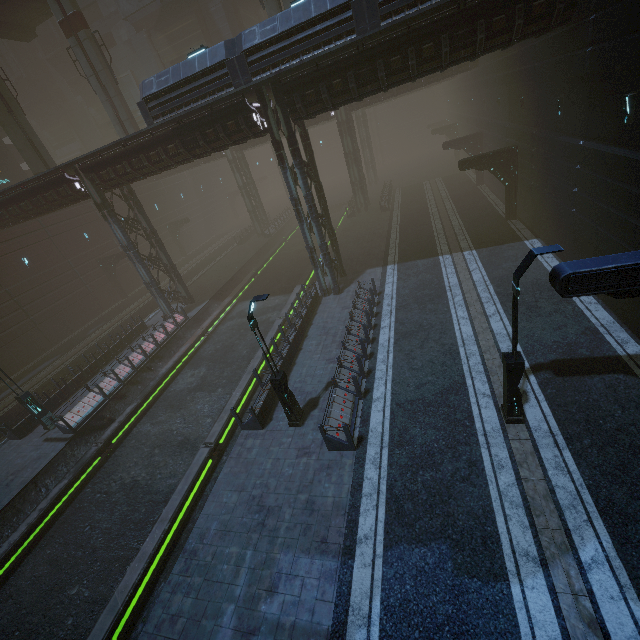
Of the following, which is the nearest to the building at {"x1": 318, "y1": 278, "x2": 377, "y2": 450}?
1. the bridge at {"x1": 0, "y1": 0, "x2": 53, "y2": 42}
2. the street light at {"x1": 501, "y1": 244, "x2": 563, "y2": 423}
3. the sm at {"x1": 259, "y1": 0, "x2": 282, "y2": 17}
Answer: the street light at {"x1": 501, "y1": 244, "x2": 563, "y2": 423}

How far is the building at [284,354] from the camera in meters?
15.7 m

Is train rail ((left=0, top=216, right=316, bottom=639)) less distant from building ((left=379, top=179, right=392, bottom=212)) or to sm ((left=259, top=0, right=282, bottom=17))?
building ((left=379, top=179, right=392, bottom=212))

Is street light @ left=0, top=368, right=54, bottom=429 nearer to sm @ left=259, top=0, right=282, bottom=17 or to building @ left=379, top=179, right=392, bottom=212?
building @ left=379, top=179, right=392, bottom=212

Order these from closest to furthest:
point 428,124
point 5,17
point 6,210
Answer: point 6,210 → point 5,17 → point 428,124

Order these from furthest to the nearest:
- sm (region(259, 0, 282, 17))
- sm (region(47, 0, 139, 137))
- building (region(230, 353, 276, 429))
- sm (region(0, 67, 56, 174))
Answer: sm (region(0, 67, 56, 174)), sm (region(47, 0, 139, 137)), sm (region(259, 0, 282, 17)), building (region(230, 353, 276, 429))

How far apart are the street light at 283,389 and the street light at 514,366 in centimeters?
666cm

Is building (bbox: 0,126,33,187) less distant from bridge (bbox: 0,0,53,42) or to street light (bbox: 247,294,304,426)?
street light (bbox: 247,294,304,426)
